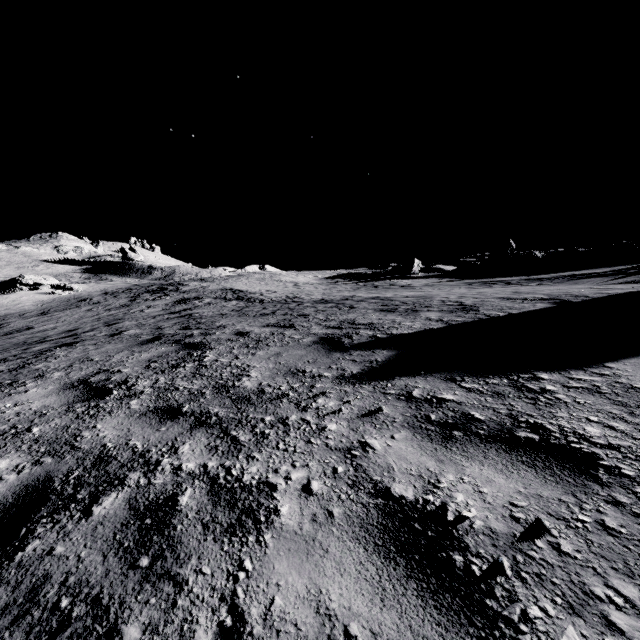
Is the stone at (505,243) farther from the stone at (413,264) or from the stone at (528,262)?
the stone at (413,264)

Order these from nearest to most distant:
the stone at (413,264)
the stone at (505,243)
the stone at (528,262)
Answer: the stone at (528,262) < the stone at (413,264) < the stone at (505,243)

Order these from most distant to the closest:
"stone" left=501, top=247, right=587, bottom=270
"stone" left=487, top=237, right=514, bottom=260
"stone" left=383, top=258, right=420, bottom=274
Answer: "stone" left=487, top=237, right=514, bottom=260
"stone" left=383, top=258, right=420, bottom=274
"stone" left=501, top=247, right=587, bottom=270

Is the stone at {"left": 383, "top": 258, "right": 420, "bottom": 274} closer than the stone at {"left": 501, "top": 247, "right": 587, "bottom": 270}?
No

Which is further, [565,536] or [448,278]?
[448,278]

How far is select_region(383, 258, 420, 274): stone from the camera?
43.31m

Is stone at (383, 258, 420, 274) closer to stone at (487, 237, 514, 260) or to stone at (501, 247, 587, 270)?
stone at (487, 237, 514, 260)

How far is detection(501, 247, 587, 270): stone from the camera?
35.2m
